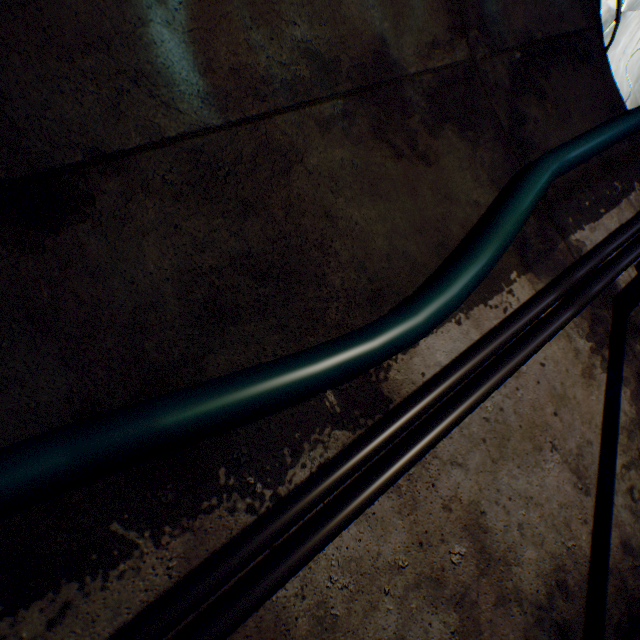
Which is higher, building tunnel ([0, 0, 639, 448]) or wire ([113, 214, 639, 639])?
building tunnel ([0, 0, 639, 448])

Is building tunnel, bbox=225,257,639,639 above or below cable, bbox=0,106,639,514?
below

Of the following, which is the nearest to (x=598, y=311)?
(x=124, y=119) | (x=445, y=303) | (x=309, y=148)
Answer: (x=445, y=303)

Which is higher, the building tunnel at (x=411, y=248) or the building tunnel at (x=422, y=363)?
the building tunnel at (x=411, y=248)

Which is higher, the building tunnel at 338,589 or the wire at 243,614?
the wire at 243,614

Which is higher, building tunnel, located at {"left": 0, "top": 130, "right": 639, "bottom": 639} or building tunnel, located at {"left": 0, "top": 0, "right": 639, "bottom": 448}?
building tunnel, located at {"left": 0, "top": 0, "right": 639, "bottom": 448}
